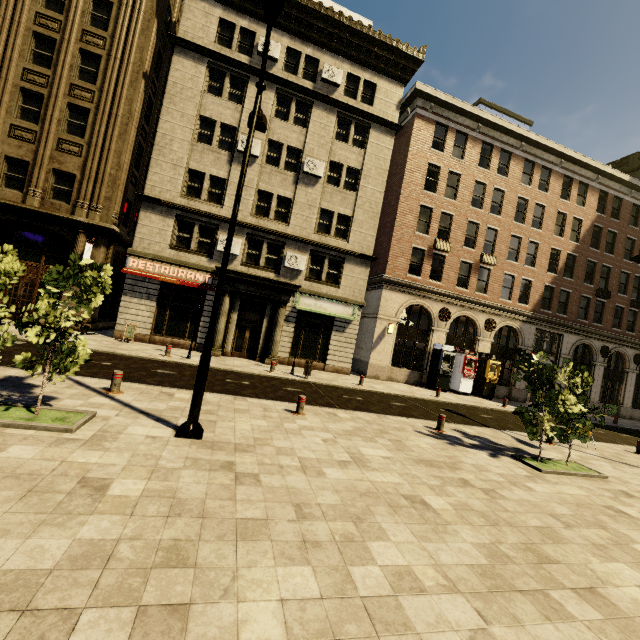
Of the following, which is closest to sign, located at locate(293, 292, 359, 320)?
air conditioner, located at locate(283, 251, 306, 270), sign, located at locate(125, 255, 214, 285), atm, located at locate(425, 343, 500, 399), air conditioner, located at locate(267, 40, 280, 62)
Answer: air conditioner, located at locate(283, 251, 306, 270)

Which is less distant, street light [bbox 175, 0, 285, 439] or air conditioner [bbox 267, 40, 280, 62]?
street light [bbox 175, 0, 285, 439]

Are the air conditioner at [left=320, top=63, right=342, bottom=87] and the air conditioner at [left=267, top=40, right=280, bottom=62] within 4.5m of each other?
yes

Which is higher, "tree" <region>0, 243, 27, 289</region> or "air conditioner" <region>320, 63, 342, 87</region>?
"air conditioner" <region>320, 63, 342, 87</region>

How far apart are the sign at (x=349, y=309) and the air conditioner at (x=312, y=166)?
7.25m

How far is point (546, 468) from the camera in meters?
8.8 m

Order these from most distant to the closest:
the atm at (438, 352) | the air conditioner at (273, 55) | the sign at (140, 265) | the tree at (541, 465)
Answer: the atm at (438, 352) < the air conditioner at (273, 55) < the sign at (140, 265) < the tree at (541, 465)

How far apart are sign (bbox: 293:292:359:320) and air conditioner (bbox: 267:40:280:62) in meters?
13.8 m
